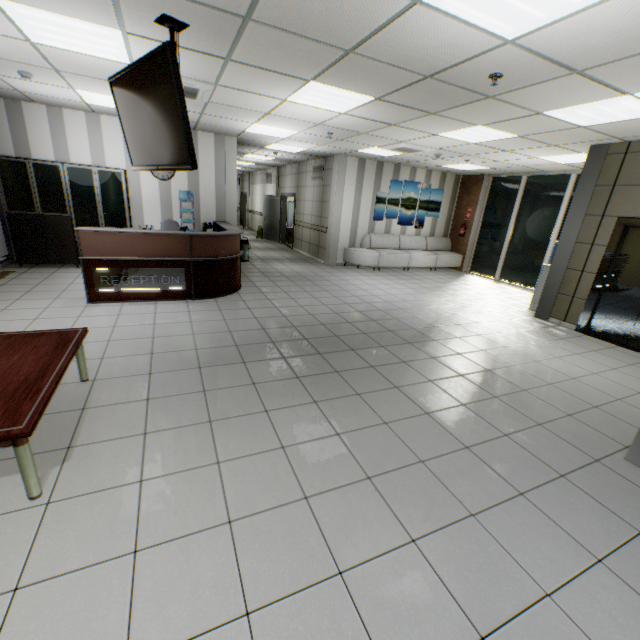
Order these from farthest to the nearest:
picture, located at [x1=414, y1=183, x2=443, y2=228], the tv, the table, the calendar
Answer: picture, located at [x1=414, y1=183, x2=443, y2=228] → the calendar → the tv → the table

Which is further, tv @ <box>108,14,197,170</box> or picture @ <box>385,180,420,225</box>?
picture @ <box>385,180,420,225</box>

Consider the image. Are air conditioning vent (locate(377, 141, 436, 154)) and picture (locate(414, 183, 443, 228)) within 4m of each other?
yes

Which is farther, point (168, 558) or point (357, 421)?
point (357, 421)

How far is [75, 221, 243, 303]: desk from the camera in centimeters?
504cm

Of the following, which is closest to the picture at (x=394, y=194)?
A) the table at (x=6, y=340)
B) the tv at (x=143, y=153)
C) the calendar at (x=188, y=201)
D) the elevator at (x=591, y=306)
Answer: the calendar at (x=188, y=201)

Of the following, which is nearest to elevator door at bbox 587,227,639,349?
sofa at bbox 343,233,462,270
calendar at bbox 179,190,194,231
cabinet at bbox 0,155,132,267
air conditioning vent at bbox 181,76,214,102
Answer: sofa at bbox 343,233,462,270

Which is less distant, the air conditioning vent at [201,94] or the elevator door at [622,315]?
the air conditioning vent at [201,94]
